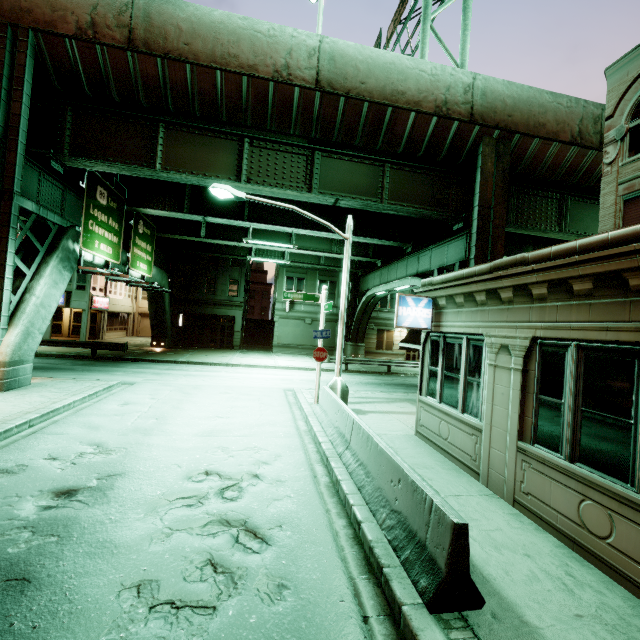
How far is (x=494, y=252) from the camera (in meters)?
14.77

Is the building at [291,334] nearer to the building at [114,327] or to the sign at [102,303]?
the building at [114,327]

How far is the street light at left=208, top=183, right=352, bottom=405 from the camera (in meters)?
11.25

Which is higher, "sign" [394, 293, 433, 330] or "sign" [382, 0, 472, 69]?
"sign" [382, 0, 472, 69]

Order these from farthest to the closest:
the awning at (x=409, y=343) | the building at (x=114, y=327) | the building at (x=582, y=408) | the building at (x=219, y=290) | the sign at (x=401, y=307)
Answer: the building at (x=219, y=290) → the building at (x=114, y=327) → the awning at (x=409, y=343) → the sign at (x=401, y=307) → the building at (x=582, y=408)

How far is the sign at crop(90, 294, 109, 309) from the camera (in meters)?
30.73

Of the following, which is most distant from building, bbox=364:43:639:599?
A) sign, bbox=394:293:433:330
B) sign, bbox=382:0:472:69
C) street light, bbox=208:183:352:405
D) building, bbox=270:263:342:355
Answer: building, bbox=270:263:342:355

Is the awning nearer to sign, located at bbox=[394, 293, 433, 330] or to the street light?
sign, located at bbox=[394, 293, 433, 330]
